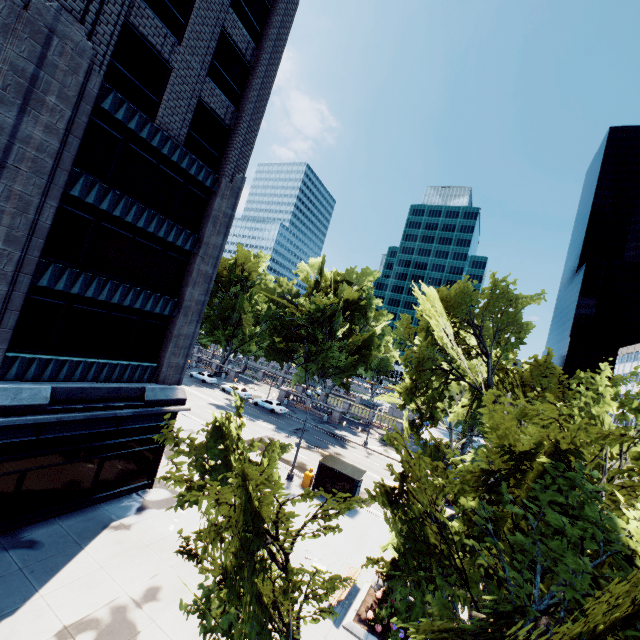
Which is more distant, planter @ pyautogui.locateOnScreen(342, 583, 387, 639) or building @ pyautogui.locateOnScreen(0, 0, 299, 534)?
planter @ pyautogui.locateOnScreen(342, 583, 387, 639)

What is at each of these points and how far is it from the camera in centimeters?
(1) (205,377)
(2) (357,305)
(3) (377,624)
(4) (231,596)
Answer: (1) vehicle, 5081cm
(2) tree, 4744cm
(3) plant, 1301cm
(4) tree, 538cm

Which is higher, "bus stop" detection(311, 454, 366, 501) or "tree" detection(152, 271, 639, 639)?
"tree" detection(152, 271, 639, 639)

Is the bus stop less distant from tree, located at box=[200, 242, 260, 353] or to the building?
tree, located at box=[200, 242, 260, 353]

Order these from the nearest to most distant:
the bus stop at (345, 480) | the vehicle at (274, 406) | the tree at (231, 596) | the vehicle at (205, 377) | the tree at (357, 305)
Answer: the tree at (231, 596) < the bus stop at (345, 480) < the vehicle at (274, 406) < the tree at (357, 305) < the vehicle at (205, 377)

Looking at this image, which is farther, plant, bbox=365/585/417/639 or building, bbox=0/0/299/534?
plant, bbox=365/585/417/639

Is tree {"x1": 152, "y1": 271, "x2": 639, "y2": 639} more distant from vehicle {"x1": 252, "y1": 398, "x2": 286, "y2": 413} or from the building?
the building

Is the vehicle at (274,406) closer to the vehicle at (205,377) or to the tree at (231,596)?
the vehicle at (205,377)
